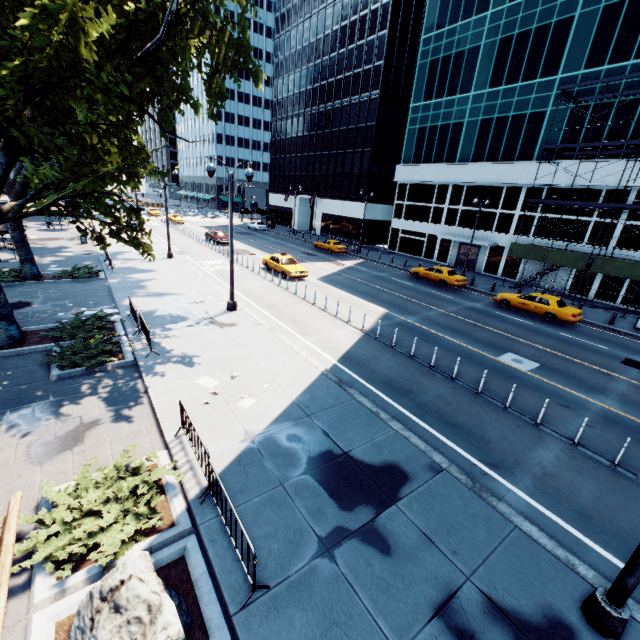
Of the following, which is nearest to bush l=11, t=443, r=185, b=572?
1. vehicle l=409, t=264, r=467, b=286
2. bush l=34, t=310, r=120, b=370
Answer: bush l=34, t=310, r=120, b=370

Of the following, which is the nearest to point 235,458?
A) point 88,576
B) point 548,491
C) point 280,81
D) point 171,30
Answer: point 88,576

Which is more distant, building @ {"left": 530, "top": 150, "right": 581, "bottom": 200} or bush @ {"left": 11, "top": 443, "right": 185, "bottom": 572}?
building @ {"left": 530, "top": 150, "right": 581, "bottom": 200}

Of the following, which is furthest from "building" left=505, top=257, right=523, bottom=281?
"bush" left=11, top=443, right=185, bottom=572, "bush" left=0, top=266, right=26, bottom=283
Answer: "bush" left=0, top=266, right=26, bottom=283

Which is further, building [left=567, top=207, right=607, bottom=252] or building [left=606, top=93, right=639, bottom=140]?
building [left=567, top=207, right=607, bottom=252]

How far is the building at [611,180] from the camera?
25.05m

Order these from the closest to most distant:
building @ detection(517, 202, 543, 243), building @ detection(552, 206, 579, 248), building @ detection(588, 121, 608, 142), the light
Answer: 1. the light
2. building @ detection(588, 121, 608, 142)
3. building @ detection(552, 206, 579, 248)
4. building @ detection(517, 202, 543, 243)

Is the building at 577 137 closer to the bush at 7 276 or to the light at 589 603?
the light at 589 603
